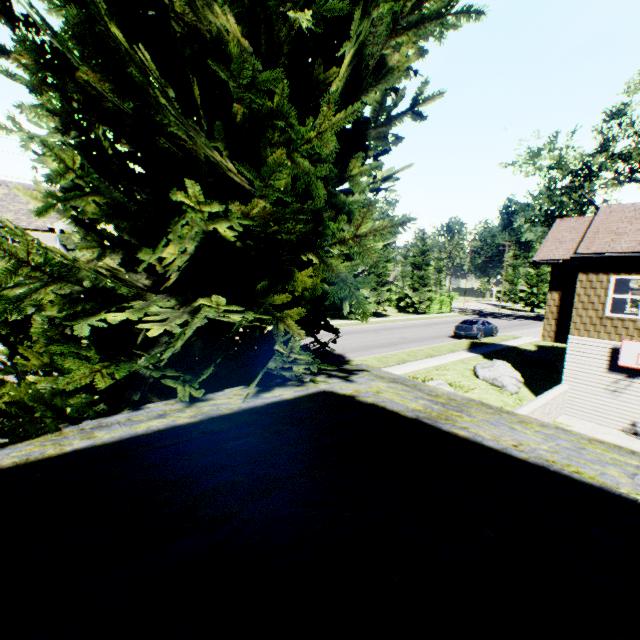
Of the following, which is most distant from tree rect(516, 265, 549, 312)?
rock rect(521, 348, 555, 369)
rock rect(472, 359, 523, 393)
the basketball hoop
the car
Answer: the basketball hoop

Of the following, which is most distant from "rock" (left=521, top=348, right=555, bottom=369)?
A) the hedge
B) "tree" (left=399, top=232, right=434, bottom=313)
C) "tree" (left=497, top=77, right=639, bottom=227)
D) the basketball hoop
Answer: the hedge

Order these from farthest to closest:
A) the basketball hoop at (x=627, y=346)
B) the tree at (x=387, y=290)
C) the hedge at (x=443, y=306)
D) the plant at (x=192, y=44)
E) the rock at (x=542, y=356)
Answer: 1. the hedge at (x=443, y=306)
2. the tree at (x=387, y=290)
3. the rock at (x=542, y=356)
4. the basketball hoop at (x=627, y=346)
5. the plant at (x=192, y=44)

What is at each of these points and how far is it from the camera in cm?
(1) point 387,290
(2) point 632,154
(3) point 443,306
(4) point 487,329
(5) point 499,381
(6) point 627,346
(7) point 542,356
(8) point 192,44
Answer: (1) tree, 3831
(2) tree, 2819
(3) hedge, 4616
(4) car, 2603
(5) rock, 1535
(6) basketball hoop, 1220
(7) rock, 1911
(8) plant, 315

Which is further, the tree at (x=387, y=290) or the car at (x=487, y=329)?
the tree at (x=387, y=290)

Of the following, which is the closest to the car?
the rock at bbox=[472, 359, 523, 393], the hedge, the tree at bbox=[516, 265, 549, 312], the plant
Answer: the rock at bbox=[472, 359, 523, 393]

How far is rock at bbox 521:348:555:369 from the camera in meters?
19.0

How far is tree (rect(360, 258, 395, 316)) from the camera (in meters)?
37.25
